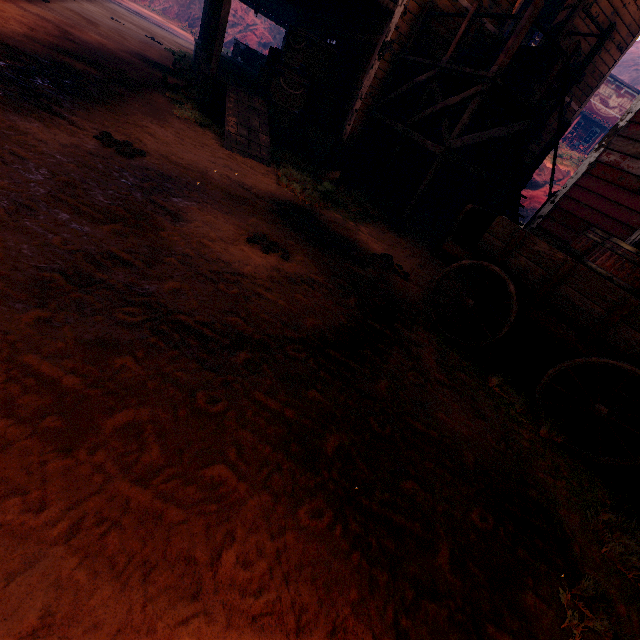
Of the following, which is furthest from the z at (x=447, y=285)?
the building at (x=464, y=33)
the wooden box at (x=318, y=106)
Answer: the wooden box at (x=318, y=106)

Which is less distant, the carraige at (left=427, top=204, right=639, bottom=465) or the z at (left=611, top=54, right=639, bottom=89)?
the carraige at (left=427, top=204, right=639, bottom=465)

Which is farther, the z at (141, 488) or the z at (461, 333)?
the z at (461, 333)

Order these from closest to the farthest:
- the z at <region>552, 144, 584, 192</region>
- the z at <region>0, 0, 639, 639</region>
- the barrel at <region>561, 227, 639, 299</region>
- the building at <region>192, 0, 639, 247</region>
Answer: the z at <region>0, 0, 639, 639</region> < the barrel at <region>561, 227, 639, 299</region> < the building at <region>192, 0, 639, 247</region> < the z at <region>552, 144, 584, 192</region>

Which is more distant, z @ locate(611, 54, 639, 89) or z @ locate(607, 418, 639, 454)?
z @ locate(611, 54, 639, 89)

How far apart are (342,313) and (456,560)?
2.5 meters

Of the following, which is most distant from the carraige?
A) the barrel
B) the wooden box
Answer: the wooden box

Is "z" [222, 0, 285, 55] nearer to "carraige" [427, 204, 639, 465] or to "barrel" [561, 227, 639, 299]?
"carraige" [427, 204, 639, 465]
